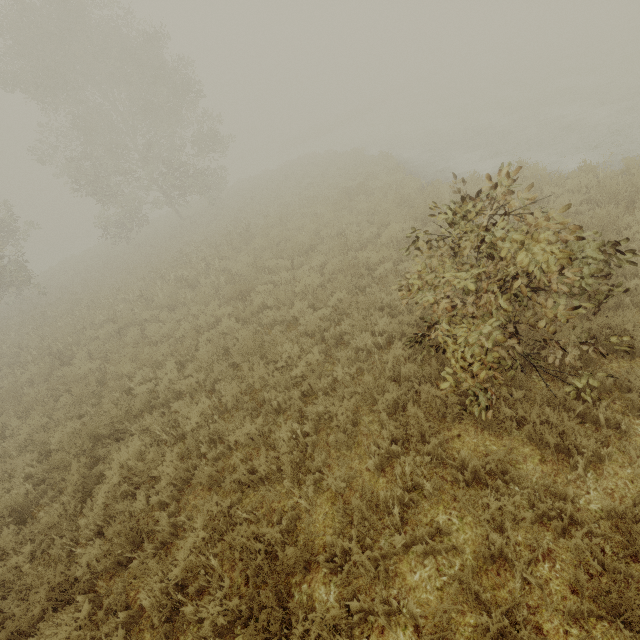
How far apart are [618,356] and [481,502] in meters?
2.9 m
